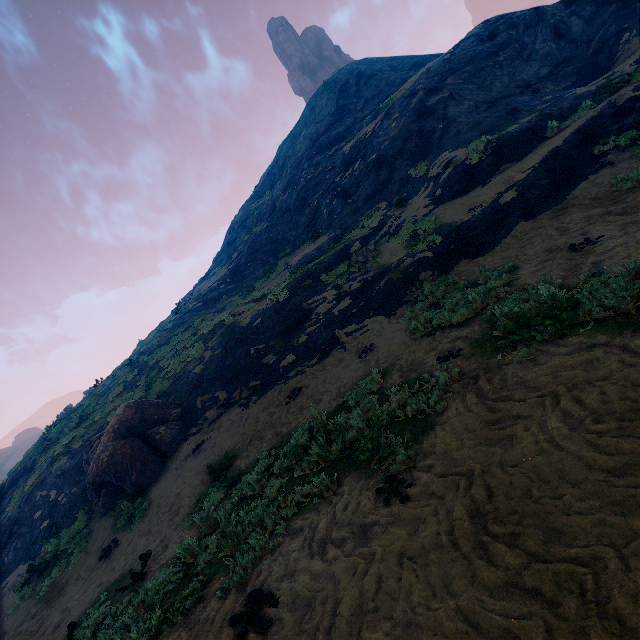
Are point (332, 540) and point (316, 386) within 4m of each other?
no

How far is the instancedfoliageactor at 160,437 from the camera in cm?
1131

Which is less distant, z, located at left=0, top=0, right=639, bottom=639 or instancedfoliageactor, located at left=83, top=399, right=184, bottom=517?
z, located at left=0, top=0, right=639, bottom=639

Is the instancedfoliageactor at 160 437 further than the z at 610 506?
Yes

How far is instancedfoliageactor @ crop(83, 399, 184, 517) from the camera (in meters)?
11.31
